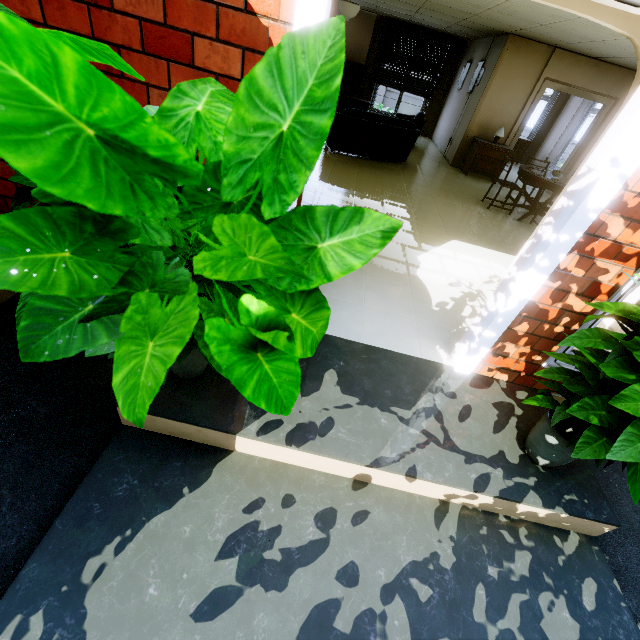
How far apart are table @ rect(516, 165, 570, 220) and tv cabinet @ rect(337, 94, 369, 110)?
6.6m

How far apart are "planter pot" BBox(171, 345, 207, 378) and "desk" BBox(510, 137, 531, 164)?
13.3m

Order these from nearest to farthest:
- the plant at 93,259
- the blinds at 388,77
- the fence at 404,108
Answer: the plant at 93,259 < the blinds at 388,77 < the fence at 404,108

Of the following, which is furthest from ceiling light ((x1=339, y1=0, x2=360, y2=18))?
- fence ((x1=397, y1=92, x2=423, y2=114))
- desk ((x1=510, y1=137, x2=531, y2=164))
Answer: fence ((x1=397, y1=92, x2=423, y2=114))

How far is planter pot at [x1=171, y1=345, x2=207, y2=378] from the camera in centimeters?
179cm

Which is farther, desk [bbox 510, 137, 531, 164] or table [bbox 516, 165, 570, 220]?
desk [bbox 510, 137, 531, 164]

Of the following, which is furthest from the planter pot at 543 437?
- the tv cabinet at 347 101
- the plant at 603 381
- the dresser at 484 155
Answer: Result: the tv cabinet at 347 101

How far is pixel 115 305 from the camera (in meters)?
0.63
